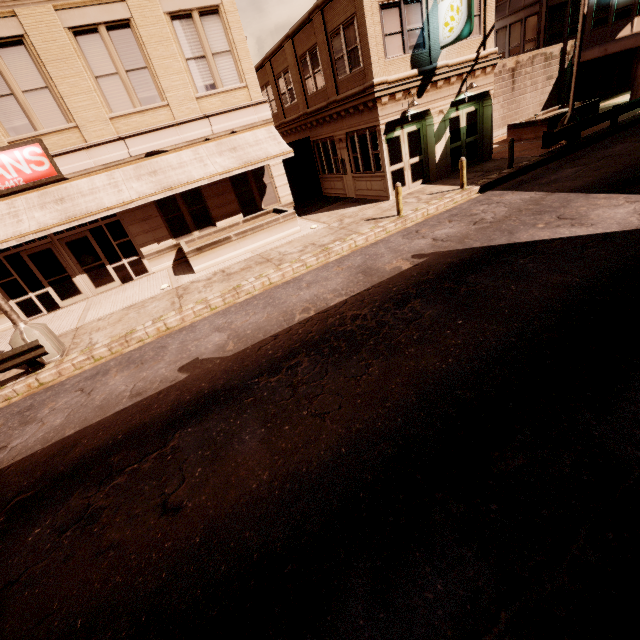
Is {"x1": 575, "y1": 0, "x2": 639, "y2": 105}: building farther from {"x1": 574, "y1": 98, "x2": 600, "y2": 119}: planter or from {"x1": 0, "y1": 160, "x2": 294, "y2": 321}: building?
{"x1": 574, "y1": 98, "x2": 600, "y2": 119}: planter

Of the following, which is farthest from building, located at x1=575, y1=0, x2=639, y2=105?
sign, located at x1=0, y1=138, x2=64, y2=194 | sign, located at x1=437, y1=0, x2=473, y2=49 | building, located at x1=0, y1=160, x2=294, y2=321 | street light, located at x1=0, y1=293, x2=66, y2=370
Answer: street light, located at x1=0, y1=293, x2=66, y2=370

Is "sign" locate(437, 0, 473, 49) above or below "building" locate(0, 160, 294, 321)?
above

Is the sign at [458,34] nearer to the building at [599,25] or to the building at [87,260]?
the building at [599,25]

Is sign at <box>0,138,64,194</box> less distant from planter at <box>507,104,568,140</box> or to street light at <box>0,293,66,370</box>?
street light at <box>0,293,66,370</box>

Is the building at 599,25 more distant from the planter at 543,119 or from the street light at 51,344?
the street light at 51,344

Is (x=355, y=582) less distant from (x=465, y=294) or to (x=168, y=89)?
(x=465, y=294)

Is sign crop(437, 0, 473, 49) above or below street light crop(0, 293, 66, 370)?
above
